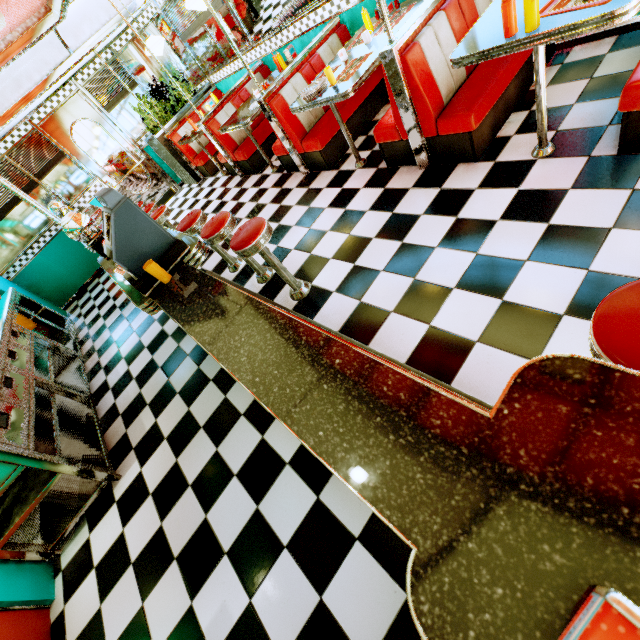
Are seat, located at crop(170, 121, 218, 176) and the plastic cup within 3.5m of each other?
no

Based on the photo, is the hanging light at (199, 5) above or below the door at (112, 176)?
above

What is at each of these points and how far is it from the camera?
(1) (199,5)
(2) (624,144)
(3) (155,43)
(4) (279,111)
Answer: (1) hanging light, 4.0m
(2) seat, 2.1m
(3) hanging light, 5.3m
(4) seat, 4.0m

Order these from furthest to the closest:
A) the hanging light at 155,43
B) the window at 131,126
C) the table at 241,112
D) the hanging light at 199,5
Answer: the window at 131,126 → the hanging light at 155,43 → the table at 241,112 → the hanging light at 199,5

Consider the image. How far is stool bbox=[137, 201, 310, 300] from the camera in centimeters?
257cm

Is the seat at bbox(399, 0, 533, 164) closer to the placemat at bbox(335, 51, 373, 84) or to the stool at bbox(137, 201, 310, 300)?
the placemat at bbox(335, 51, 373, 84)

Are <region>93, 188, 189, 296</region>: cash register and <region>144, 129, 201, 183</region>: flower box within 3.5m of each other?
no

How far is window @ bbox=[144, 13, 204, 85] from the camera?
6.52m
